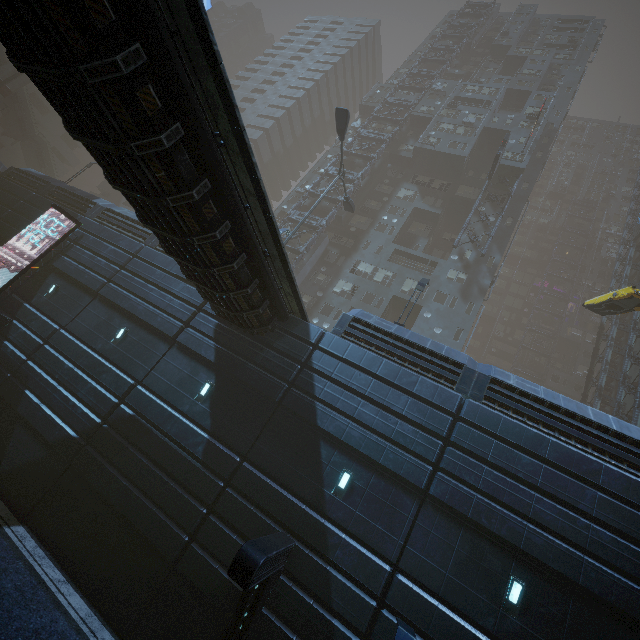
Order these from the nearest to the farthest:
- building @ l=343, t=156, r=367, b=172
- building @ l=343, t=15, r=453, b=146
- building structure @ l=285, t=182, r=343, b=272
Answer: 1. building structure @ l=285, t=182, r=343, b=272
2. building @ l=343, t=156, r=367, b=172
3. building @ l=343, t=15, r=453, b=146

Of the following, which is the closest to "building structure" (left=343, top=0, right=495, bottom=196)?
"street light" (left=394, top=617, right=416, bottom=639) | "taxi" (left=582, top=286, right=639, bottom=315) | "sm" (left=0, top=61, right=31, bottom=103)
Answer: "taxi" (left=582, top=286, right=639, bottom=315)

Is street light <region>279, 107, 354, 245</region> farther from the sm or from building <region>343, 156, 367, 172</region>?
the sm

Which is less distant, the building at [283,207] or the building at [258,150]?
the building at [283,207]

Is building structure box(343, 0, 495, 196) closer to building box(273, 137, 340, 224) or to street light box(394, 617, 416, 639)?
building box(273, 137, 340, 224)

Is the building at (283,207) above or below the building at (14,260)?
above

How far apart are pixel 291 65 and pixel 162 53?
67.69m
